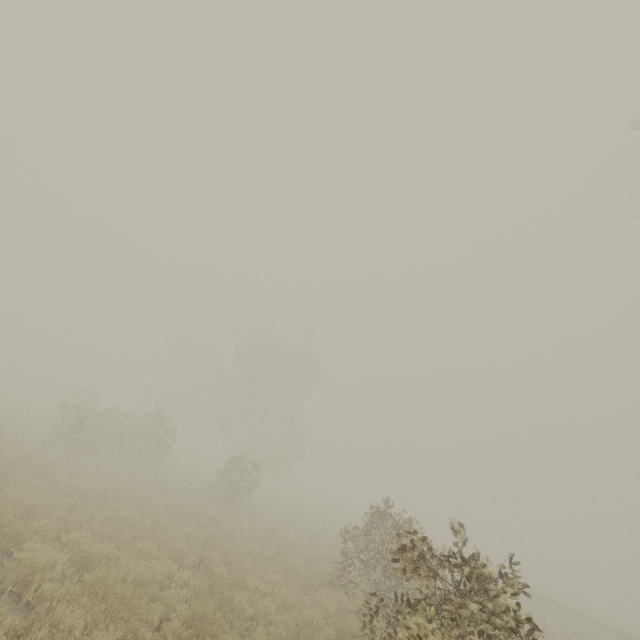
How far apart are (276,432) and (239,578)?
31.0 meters
